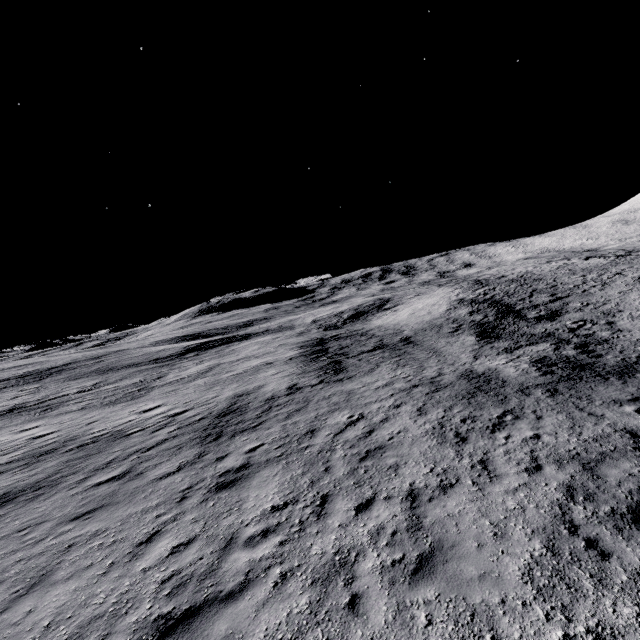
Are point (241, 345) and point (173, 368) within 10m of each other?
yes
